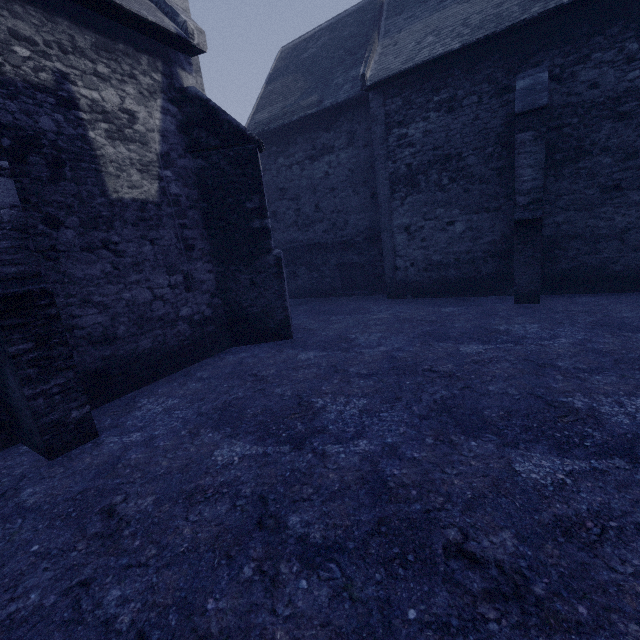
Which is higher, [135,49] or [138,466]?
[135,49]
